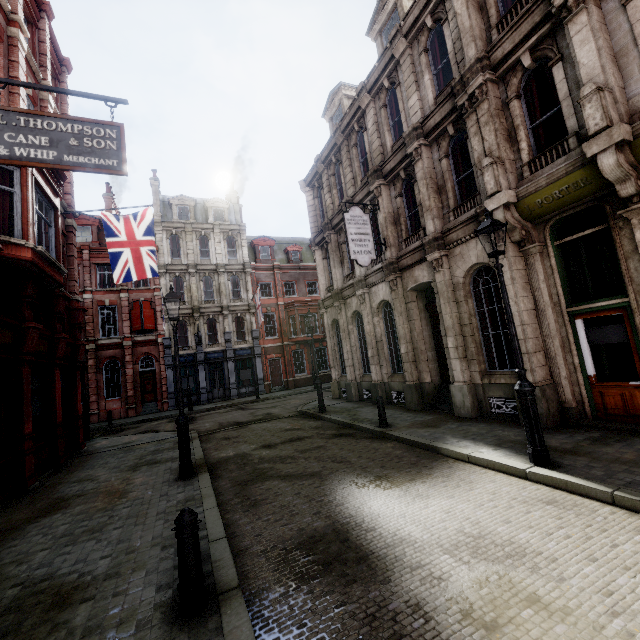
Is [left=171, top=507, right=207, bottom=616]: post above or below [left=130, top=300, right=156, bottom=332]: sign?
below

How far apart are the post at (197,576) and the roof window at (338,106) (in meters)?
18.37

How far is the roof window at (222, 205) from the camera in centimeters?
3158cm

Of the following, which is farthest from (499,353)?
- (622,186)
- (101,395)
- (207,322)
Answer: (101,395)

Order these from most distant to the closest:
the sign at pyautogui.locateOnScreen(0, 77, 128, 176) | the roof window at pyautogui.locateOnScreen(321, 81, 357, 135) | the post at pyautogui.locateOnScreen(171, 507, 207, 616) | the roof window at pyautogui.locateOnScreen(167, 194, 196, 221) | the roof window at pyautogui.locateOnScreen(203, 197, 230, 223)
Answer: the roof window at pyautogui.locateOnScreen(203, 197, 230, 223) → the roof window at pyautogui.locateOnScreen(167, 194, 196, 221) → the roof window at pyautogui.locateOnScreen(321, 81, 357, 135) → the sign at pyautogui.locateOnScreen(0, 77, 128, 176) → the post at pyautogui.locateOnScreen(171, 507, 207, 616)

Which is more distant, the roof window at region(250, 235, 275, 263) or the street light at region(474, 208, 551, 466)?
the roof window at region(250, 235, 275, 263)

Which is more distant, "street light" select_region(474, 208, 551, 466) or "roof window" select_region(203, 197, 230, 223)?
"roof window" select_region(203, 197, 230, 223)

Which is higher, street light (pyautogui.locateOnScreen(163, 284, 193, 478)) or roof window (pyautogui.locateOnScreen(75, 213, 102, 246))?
roof window (pyautogui.locateOnScreen(75, 213, 102, 246))
